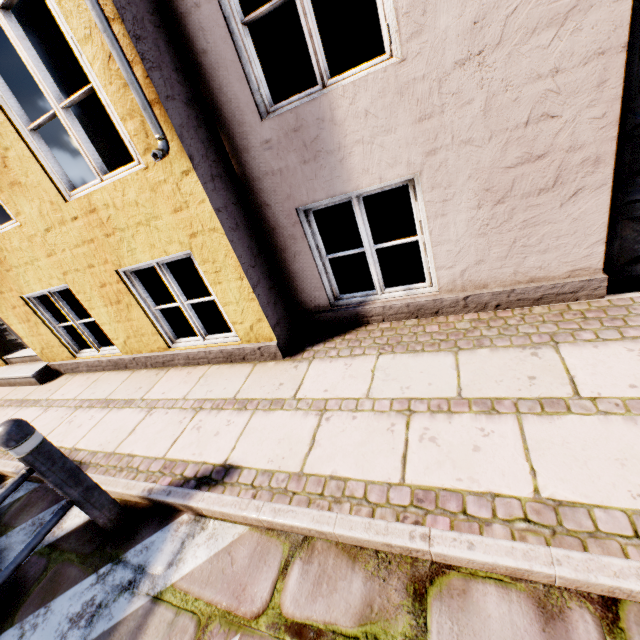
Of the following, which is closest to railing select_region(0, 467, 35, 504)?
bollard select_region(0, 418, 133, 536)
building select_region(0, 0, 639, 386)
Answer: bollard select_region(0, 418, 133, 536)

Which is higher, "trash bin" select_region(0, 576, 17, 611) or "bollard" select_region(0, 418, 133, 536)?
"bollard" select_region(0, 418, 133, 536)

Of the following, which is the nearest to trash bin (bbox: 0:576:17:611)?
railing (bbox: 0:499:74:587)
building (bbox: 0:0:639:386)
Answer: railing (bbox: 0:499:74:587)

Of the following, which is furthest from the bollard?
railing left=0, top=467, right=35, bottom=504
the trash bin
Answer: the trash bin

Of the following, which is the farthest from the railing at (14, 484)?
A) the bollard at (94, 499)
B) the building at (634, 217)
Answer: the building at (634, 217)

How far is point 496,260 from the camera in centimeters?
266cm

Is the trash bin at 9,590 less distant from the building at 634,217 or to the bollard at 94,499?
the bollard at 94,499

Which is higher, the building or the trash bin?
the building
